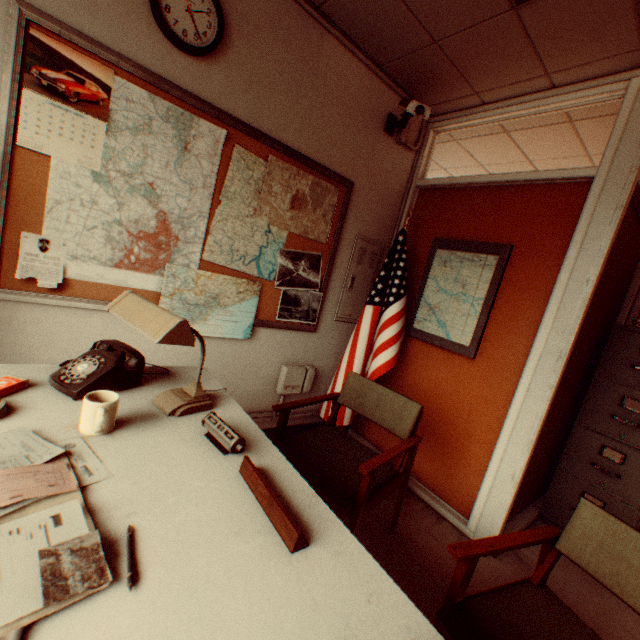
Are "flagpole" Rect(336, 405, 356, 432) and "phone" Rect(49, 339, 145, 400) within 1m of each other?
no

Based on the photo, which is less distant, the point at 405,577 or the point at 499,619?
the point at 499,619

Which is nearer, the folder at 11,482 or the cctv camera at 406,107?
the folder at 11,482

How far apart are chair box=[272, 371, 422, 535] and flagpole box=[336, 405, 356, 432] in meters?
0.4 m

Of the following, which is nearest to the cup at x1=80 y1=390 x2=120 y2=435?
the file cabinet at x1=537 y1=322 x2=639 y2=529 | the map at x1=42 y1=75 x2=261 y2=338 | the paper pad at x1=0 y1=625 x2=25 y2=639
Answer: the paper pad at x1=0 y1=625 x2=25 y2=639

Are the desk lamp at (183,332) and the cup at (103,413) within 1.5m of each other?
yes

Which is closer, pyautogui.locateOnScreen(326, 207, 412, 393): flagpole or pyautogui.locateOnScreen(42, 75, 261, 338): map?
pyautogui.locateOnScreen(42, 75, 261, 338): map

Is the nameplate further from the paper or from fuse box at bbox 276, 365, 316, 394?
fuse box at bbox 276, 365, 316, 394
